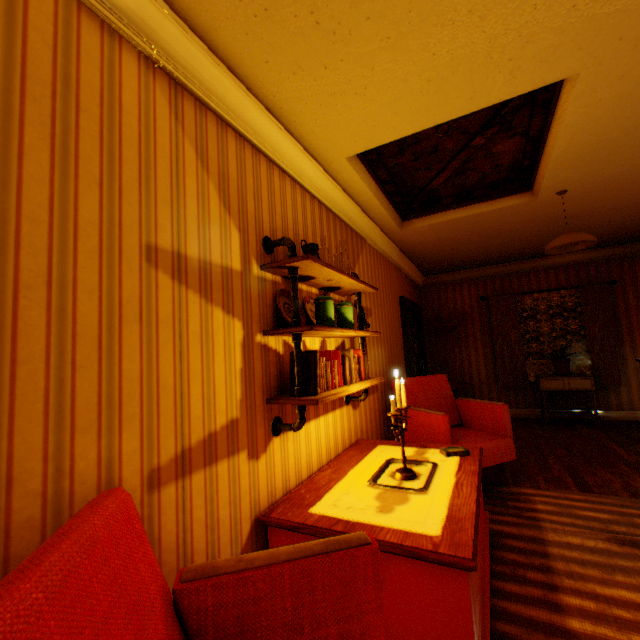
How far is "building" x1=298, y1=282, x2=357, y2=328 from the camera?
2.5m

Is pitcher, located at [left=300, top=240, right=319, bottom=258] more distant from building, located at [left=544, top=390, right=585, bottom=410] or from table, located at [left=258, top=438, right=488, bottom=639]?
table, located at [left=258, top=438, right=488, bottom=639]

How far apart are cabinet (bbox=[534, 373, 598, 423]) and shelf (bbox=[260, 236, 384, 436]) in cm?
452

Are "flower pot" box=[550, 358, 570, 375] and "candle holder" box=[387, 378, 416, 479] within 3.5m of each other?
no

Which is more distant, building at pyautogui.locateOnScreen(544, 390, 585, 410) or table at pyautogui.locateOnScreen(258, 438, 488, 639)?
building at pyautogui.locateOnScreen(544, 390, 585, 410)

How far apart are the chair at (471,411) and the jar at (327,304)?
Result: 1.68m

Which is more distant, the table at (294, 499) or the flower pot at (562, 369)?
the flower pot at (562, 369)

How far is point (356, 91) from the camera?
2.1 meters
